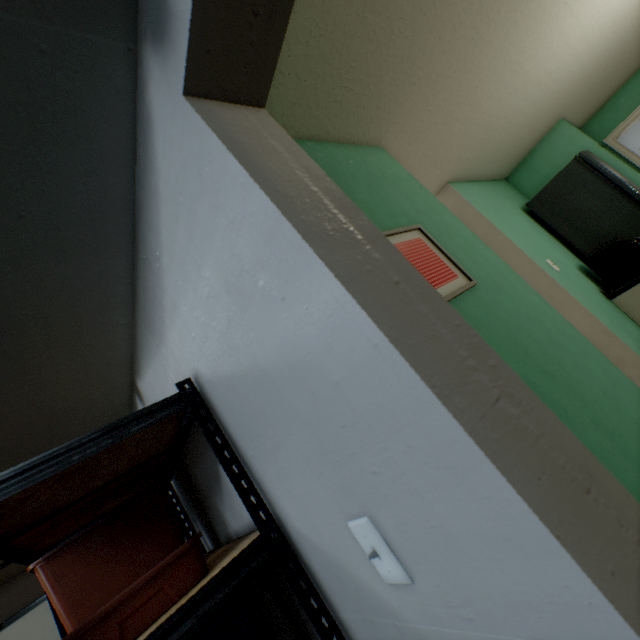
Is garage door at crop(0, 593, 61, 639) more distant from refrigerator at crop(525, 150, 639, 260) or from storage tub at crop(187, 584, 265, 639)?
refrigerator at crop(525, 150, 639, 260)

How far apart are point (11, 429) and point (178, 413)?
1.0m

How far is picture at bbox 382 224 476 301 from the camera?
1.17m

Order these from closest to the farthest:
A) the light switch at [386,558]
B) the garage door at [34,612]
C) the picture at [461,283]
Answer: the light switch at [386,558] < the picture at [461,283] < the garage door at [34,612]

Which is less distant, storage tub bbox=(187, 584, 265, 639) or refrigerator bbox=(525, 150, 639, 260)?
storage tub bbox=(187, 584, 265, 639)

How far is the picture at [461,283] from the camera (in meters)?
1.17

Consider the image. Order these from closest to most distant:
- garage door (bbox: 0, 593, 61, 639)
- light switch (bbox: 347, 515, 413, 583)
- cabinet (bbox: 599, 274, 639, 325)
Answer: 1. light switch (bbox: 347, 515, 413, 583)
2. cabinet (bbox: 599, 274, 639, 325)
3. garage door (bbox: 0, 593, 61, 639)

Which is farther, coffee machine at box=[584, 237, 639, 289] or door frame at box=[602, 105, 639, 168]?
door frame at box=[602, 105, 639, 168]
